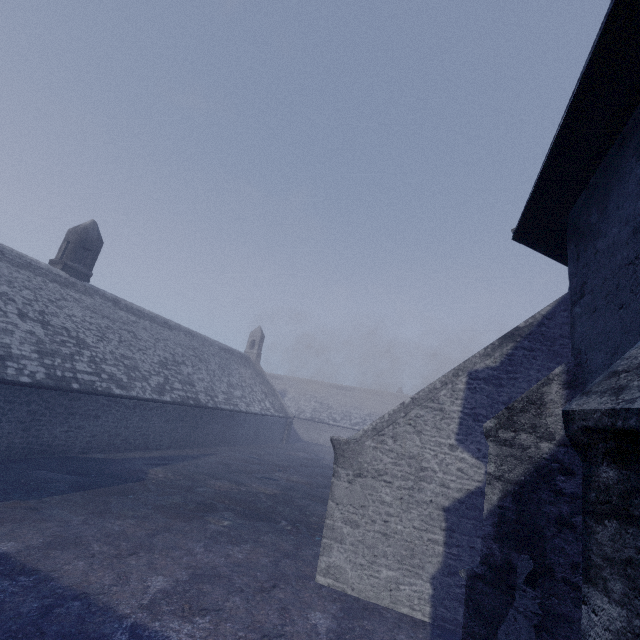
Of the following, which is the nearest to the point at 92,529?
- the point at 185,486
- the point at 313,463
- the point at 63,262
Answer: the point at 185,486
